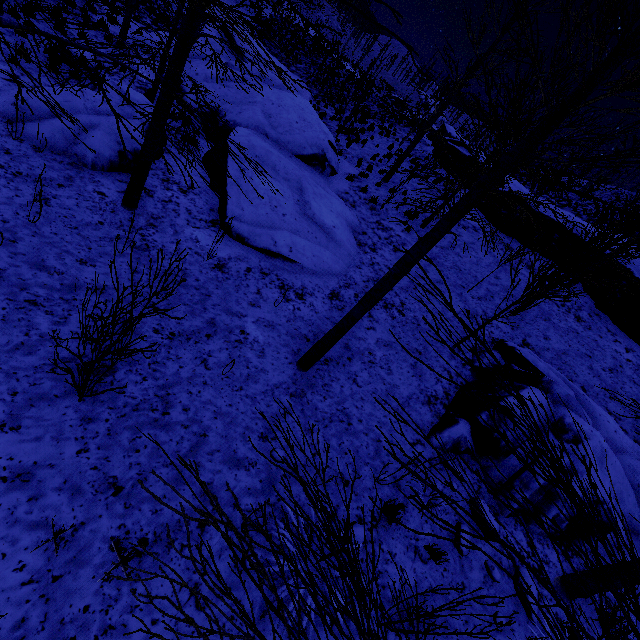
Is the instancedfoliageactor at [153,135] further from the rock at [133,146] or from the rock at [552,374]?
the rock at [552,374]

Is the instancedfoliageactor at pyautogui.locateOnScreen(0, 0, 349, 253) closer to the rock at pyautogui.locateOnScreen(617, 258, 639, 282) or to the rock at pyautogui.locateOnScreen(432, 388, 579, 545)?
the rock at pyautogui.locateOnScreen(432, 388, 579, 545)

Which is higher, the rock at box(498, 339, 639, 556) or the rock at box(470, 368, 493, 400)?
the rock at box(498, 339, 639, 556)

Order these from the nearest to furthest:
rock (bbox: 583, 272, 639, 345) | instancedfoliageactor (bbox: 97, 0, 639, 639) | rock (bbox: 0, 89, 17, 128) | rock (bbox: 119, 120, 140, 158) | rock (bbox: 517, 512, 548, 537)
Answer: instancedfoliageactor (bbox: 97, 0, 639, 639), rock (bbox: 517, 512, 548, 537), rock (bbox: 0, 89, 17, 128), rock (bbox: 119, 120, 140, 158), rock (bbox: 583, 272, 639, 345)

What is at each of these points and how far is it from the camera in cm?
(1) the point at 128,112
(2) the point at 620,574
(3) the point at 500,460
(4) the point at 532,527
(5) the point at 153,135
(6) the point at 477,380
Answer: (1) rock, 794
(2) instancedfoliageactor, 458
(3) rock, 618
(4) rock, 560
(5) instancedfoliageactor, 596
(6) rock, 792

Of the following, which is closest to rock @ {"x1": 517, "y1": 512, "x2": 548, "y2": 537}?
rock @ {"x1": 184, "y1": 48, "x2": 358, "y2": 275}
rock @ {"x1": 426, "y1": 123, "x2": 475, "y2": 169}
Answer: rock @ {"x1": 184, "y1": 48, "x2": 358, "y2": 275}

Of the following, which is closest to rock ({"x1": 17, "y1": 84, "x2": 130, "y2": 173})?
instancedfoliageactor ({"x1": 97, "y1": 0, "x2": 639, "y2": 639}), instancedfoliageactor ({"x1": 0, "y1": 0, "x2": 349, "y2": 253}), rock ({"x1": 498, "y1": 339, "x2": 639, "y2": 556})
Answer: instancedfoliageactor ({"x1": 0, "y1": 0, "x2": 349, "y2": 253})

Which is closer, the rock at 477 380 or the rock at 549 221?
the rock at 477 380
